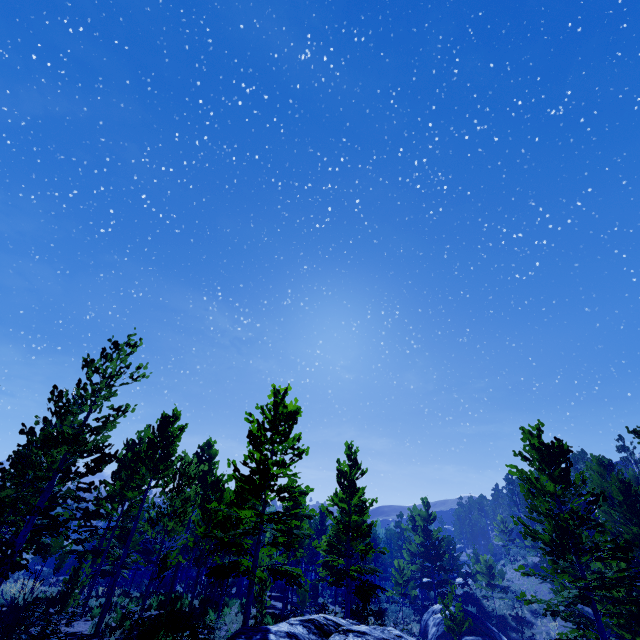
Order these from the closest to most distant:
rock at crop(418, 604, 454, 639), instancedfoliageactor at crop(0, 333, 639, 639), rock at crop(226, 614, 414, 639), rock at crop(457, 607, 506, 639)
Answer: rock at crop(226, 614, 414, 639), instancedfoliageactor at crop(0, 333, 639, 639), rock at crop(457, 607, 506, 639), rock at crop(418, 604, 454, 639)

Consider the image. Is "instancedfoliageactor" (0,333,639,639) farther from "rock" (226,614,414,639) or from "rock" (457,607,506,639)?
"rock" (457,607,506,639)

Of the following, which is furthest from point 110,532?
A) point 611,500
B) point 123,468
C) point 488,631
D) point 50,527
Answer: point 611,500

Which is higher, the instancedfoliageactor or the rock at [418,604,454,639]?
the instancedfoliageactor

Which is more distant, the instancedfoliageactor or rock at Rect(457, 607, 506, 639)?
rock at Rect(457, 607, 506, 639)

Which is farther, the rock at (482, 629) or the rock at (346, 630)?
the rock at (482, 629)

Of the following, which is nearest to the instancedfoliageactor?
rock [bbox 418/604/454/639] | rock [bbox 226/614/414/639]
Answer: rock [bbox 226/614/414/639]

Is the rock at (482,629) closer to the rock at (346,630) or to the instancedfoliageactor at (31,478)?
the instancedfoliageactor at (31,478)
